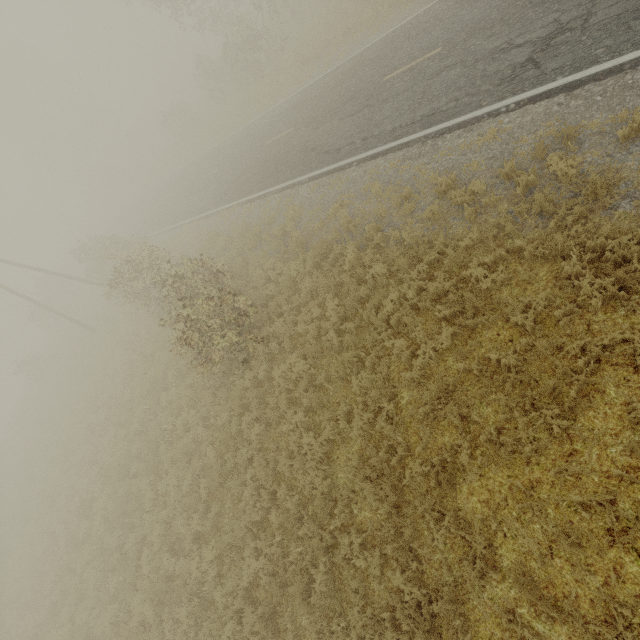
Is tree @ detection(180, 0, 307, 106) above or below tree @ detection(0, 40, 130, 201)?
below

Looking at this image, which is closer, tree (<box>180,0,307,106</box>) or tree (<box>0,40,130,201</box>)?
tree (<box>180,0,307,106</box>)

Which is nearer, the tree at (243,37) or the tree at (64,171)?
the tree at (243,37)

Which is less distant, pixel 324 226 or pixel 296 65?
pixel 324 226

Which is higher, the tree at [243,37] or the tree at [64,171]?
the tree at [64,171]
